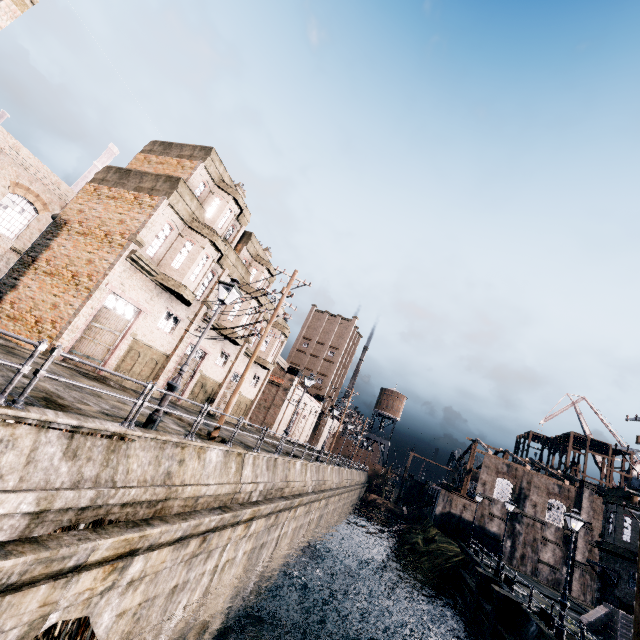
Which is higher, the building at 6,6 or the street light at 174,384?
the building at 6,6

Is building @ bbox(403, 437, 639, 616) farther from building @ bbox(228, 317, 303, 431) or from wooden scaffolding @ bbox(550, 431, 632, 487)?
building @ bbox(228, 317, 303, 431)

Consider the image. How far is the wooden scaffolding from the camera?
52.0 meters

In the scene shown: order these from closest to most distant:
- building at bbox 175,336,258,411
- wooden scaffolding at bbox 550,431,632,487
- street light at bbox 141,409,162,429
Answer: street light at bbox 141,409,162,429 → building at bbox 175,336,258,411 → wooden scaffolding at bbox 550,431,632,487

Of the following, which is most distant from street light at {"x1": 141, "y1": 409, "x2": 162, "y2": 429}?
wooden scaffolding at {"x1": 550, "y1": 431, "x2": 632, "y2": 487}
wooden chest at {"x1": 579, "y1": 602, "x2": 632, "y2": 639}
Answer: wooden scaffolding at {"x1": 550, "y1": 431, "x2": 632, "y2": 487}

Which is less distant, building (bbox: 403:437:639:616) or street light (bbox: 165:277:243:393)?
street light (bbox: 165:277:243:393)

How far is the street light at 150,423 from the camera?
10.1 meters

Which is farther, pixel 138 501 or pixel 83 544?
pixel 138 501
